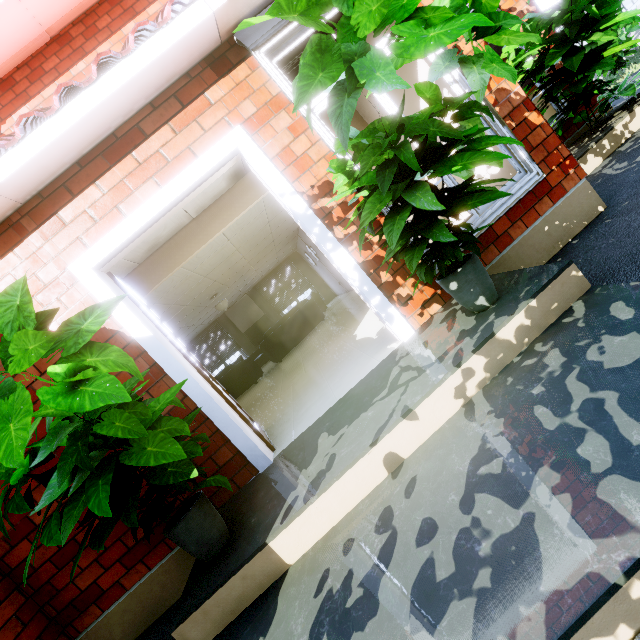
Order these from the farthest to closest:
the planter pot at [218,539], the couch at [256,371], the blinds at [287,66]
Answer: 1. the couch at [256,371]
2. the blinds at [287,66]
3. the planter pot at [218,539]

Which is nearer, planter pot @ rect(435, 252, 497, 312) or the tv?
planter pot @ rect(435, 252, 497, 312)

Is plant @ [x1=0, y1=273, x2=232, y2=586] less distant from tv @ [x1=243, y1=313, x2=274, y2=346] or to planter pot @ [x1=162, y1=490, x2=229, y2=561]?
planter pot @ [x1=162, y1=490, x2=229, y2=561]

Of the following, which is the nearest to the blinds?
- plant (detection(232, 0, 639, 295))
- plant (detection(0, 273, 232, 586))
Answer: plant (detection(232, 0, 639, 295))

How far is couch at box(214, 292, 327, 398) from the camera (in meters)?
8.41

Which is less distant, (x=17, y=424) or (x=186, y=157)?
(x=17, y=424)

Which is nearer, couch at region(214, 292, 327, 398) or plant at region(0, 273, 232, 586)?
plant at region(0, 273, 232, 586)

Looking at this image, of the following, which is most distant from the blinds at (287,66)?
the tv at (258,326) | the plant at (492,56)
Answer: the tv at (258,326)
